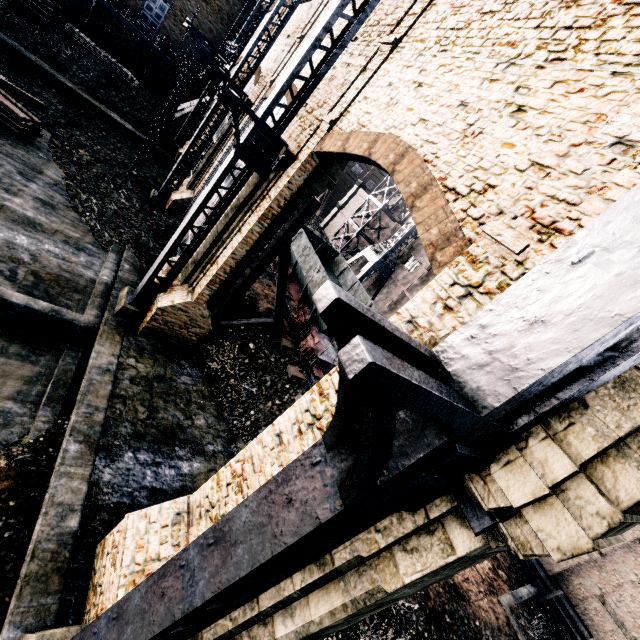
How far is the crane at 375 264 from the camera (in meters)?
34.25

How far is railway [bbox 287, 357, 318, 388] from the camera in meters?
15.9 m

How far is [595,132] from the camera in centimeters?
449cm

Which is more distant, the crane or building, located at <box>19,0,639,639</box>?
the crane

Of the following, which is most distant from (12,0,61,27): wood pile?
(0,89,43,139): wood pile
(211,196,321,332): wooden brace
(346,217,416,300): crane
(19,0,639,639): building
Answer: (346,217,416,300): crane

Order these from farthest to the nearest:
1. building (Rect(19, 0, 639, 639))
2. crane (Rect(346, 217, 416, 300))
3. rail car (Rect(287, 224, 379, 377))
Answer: crane (Rect(346, 217, 416, 300))
rail car (Rect(287, 224, 379, 377))
building (Rect(19, 0, 639, 639))

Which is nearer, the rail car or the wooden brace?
the wooden brace

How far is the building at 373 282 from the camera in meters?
38.9 m
